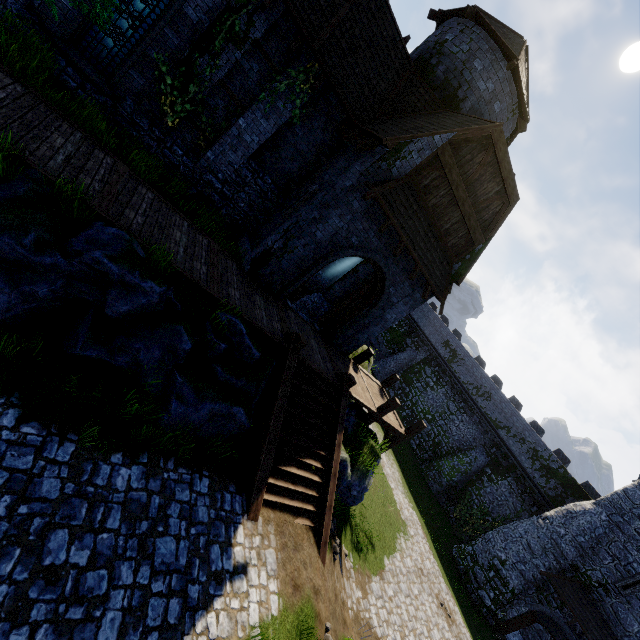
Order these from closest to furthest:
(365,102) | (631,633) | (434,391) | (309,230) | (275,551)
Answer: (275,551) → (309,230) → (365,102) → (631,633) → (434,391)

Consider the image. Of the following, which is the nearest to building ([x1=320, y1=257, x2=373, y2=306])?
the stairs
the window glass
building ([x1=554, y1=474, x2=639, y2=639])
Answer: the window glass

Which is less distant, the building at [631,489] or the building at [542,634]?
the building at [631,489]

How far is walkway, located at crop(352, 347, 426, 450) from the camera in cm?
1361

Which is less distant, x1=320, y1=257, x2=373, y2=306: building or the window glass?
the window glass

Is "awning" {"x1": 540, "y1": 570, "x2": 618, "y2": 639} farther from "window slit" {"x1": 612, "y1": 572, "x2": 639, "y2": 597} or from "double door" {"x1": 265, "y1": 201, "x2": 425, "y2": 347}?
"double door" {"x1": 265, "y1": 201, "x2": 425, "y2": 347}

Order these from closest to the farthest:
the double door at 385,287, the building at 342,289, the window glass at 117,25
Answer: the window glass at 117,25 < the double door at 385,287 < the building at 342,289

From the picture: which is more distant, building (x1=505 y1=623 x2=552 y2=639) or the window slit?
building (x1=505 y1=623 x2=552 y2=639)
